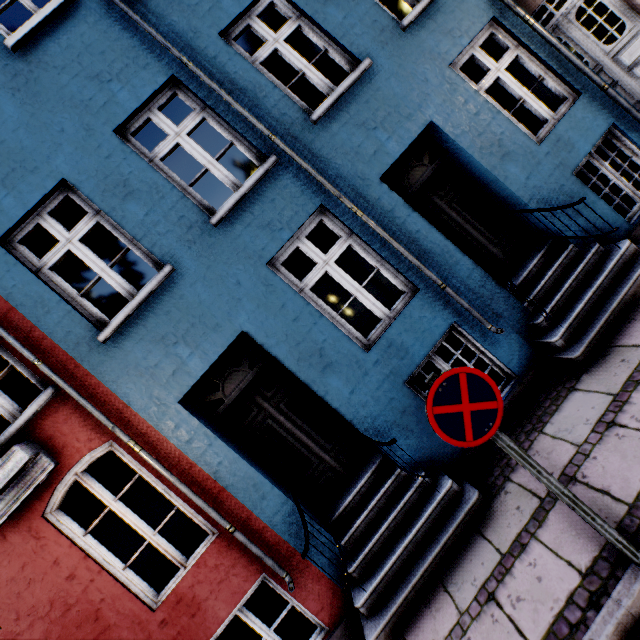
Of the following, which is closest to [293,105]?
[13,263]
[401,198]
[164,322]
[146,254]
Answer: [401,198]

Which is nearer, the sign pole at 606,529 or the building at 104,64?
the sign pole at 606,529

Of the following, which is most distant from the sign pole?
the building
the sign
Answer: the building

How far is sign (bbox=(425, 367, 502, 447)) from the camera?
2.2 meters

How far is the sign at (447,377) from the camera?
2.2m

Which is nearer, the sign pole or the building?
the sign pole

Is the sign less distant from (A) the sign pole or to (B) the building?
(A) the sign pole
